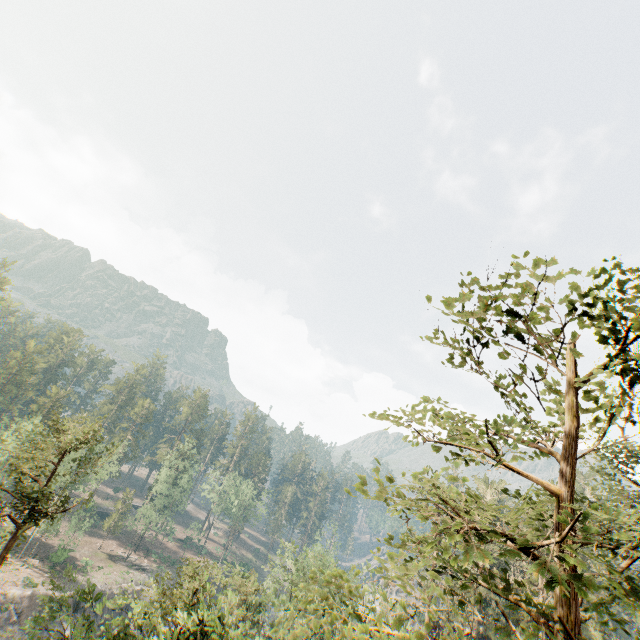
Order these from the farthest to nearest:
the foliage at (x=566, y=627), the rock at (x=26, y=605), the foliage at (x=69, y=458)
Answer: the rock at (x=26, y=605) → the foliage at (x=69, y=458) → the foliage at (x=566, y=627)

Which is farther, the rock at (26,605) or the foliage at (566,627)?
the rock at (26,605)

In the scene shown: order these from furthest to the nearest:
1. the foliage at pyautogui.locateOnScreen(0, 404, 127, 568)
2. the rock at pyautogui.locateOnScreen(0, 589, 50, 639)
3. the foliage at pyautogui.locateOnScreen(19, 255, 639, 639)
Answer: the rock at pyautogui.locateOnScreen(0, 589, 50, 639) → the foliage at pyautogui.locateOnScreen(0, 404, 127, 568) → the foliage at pyautogui.locateOnScreen(19, 255, 639, 639)

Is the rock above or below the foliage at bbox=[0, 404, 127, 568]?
below

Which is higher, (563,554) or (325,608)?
(563,554)

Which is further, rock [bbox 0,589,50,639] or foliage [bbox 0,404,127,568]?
rock [bbox 0,589,50,639]
